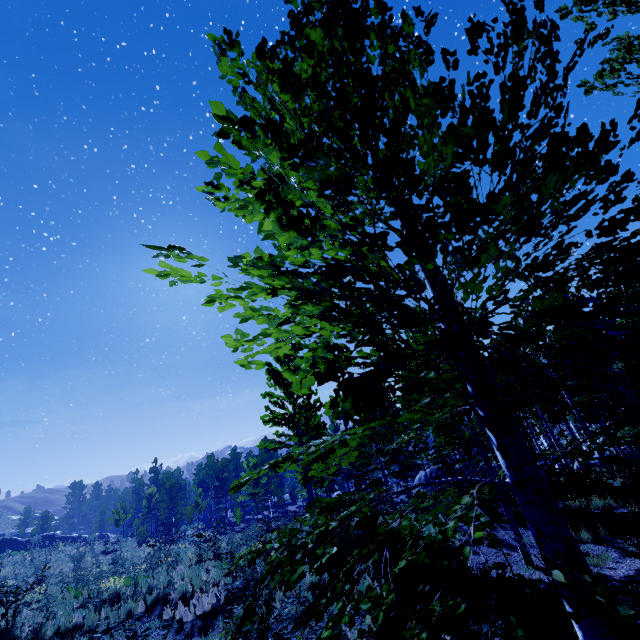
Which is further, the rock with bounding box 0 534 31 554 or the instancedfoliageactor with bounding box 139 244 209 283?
the rock with bounding box 0 534 31 554

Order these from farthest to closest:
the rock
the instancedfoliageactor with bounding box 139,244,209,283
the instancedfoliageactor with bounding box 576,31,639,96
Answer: the rock, the instancedfoliageactor with bounding box 576,31,639,96, the instancedfoliageactor with bounding box 139,244,209,283

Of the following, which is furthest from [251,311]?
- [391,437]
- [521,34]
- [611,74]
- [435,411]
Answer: [391,437]

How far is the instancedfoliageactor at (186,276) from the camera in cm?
114

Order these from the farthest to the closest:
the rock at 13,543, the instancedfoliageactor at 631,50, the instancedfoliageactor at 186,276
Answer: the rock at 13,543, the instancedfoliageactor at 631,50, the instancedfoliageactor at 186,276

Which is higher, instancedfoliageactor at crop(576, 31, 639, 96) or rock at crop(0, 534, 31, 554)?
instancedfoliageactor at crop(576, 31, 639, 96)
